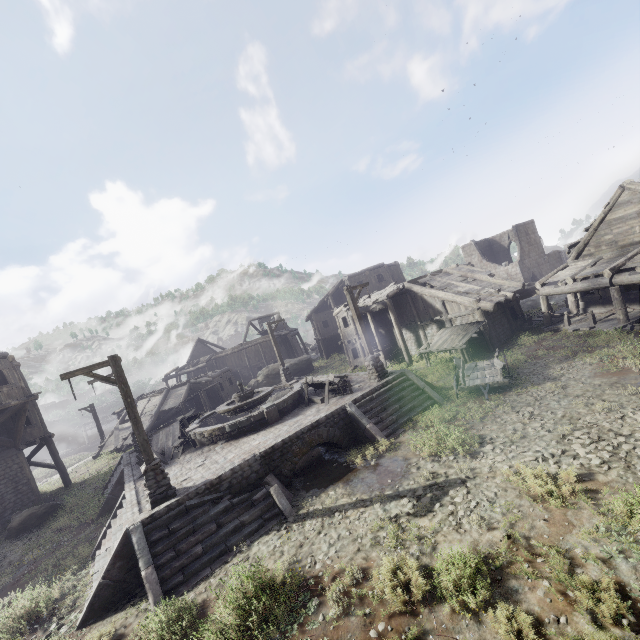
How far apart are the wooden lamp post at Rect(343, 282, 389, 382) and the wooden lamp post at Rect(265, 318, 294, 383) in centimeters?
908cm

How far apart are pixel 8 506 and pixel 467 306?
29.87m

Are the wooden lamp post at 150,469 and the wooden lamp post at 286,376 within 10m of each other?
no

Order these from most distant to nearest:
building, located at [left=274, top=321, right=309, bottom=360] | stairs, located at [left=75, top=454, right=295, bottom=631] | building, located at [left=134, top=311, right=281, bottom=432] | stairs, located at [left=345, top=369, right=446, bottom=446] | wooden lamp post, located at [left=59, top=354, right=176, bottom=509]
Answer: building, located at [left=274, top=321, right=309, bottom=360]
building, located at [left=134, top=311, right=281, bottom=432]
stairs, located at [left=345, top=369, right=446, bottom=446]
wooden lamp post, located at [left=59, top=354, right=176, bottom=509]
stairs, located at [left=75, top=454, right=295, bottom=631]

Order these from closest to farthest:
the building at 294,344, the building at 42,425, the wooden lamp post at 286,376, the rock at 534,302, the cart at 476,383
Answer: the cart at 476,383, the building at 42,425, the wooden lamp post at 286,376, the rock at 534,302, the building at 294,344

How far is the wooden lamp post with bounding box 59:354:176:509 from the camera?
9.7m

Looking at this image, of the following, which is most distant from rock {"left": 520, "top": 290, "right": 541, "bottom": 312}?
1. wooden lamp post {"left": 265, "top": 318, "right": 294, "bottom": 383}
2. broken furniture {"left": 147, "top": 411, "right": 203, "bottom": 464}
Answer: broken furniture {"left": 147, "top": 411, "right": 203, "bottom": 464}

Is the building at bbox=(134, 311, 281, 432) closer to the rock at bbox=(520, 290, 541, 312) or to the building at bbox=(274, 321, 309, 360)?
the building at bbox=(274, 321, 309, 360)
